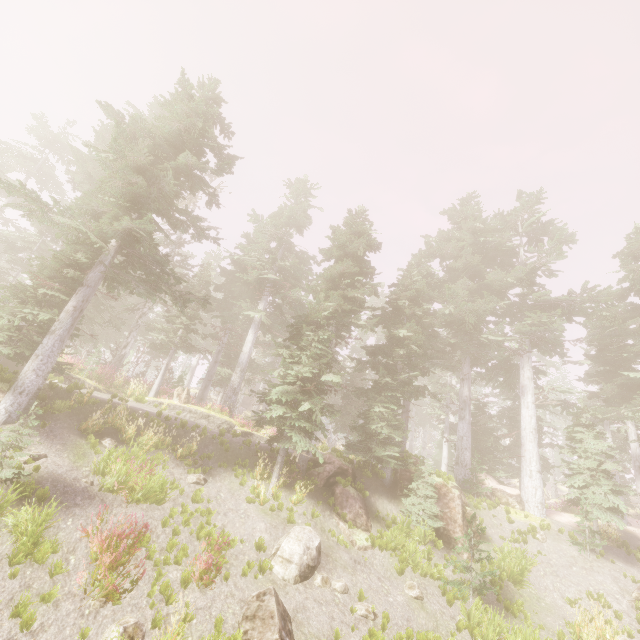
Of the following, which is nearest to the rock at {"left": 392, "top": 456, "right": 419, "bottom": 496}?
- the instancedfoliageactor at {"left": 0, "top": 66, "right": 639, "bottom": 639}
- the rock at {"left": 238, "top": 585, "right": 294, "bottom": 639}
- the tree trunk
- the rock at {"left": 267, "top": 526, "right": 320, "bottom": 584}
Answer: the instancedfoliageactor at {"left": 0, "top": 66, "right": 639, "bottom": 639}

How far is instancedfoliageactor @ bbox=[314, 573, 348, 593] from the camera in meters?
9.5

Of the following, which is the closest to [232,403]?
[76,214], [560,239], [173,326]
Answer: [76,214]

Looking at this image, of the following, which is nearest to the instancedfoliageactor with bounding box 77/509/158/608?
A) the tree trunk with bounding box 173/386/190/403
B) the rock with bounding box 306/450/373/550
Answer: the rock with bounding box 306/450/373/550

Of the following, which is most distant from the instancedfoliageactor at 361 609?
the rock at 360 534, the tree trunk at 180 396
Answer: the tree trunk at 180 396

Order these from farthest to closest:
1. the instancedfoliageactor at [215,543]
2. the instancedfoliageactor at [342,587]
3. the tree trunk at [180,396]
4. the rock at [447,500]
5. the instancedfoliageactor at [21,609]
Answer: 1. the tree trunk at [180,396]
2. the rock at [447,500]
3. the instancedfoliageactor at [342,587]
4. the instancedfoliageactor at [215,543]
5. the instancedfoliageactor at [21,609]

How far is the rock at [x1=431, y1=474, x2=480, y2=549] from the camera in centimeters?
1396cm
